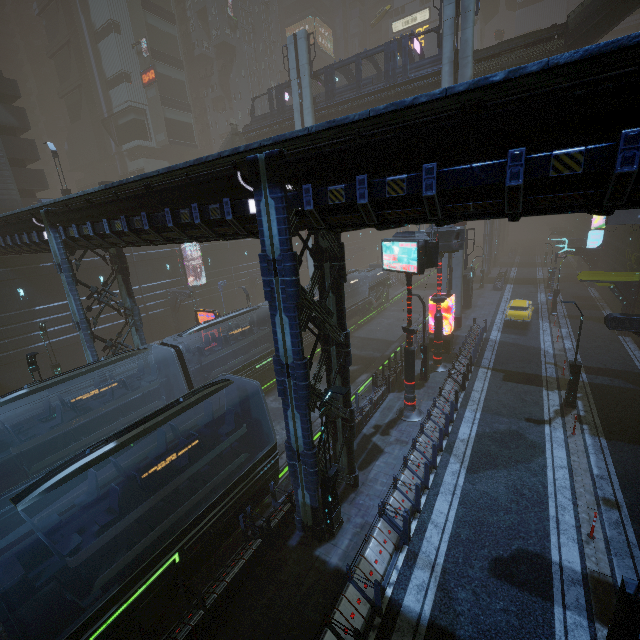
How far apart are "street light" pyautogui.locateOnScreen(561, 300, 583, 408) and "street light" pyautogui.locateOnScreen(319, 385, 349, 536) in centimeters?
1299cm

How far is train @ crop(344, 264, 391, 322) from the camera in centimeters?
3266cm

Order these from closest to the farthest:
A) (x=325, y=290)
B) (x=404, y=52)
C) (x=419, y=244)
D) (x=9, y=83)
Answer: (x=325, y=290) < (x=419, y=244) < (x=404, y=52) < (x=9, y=83)

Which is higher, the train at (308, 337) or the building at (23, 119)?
the building at (23, 119)

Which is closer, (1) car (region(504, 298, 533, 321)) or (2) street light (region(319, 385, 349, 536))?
(2) street light (region(319, 385, 349, 536))

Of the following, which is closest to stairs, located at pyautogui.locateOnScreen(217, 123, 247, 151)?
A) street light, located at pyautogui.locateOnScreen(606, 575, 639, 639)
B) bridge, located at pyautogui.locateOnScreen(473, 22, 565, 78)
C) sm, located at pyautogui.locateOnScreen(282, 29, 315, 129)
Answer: bridge, located at pyautogui.locateOnScreen(473, 22, 565, 78)

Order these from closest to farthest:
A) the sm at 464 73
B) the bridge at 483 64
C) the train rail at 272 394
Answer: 1. the train rail at 272 394
2. the bridge at 483 64
3. the sm at 464 73

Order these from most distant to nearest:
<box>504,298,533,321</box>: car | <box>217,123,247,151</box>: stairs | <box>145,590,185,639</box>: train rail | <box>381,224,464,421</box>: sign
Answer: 1. <box>217,123,247,151</box>: stairs
2. <box>504,298,533,321</box>: car
3. <box>381,224,464,421</box>: sign
4. <box>145,590,185,639</box>: train rail
